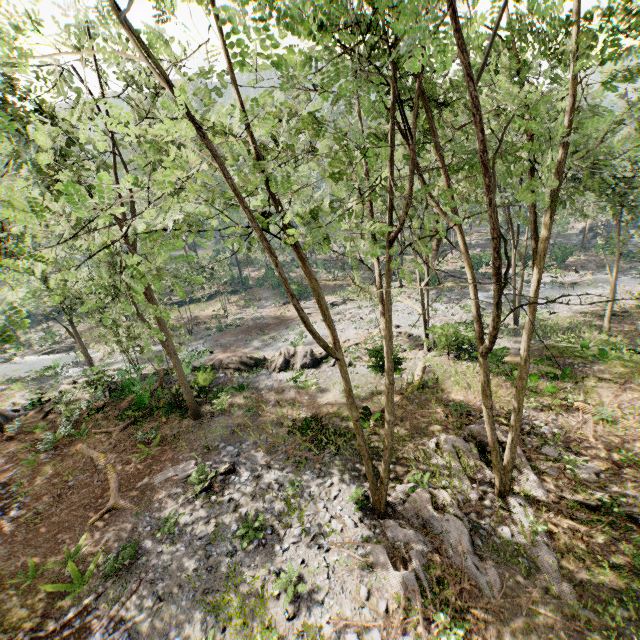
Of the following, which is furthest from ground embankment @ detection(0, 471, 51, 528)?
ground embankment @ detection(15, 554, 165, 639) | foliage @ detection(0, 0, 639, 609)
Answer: ground embankment @ detection(15, 554, 165, 639)

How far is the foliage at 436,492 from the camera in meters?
9.5

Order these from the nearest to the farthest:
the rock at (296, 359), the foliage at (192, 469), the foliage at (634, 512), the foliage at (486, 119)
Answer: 1. the foliage at (486, 119)
2. the foliage at (634, 512)
3. the foliage at (192, 469)
4. the rock at (296, 359)

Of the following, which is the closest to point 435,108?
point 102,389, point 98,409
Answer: point 98,409

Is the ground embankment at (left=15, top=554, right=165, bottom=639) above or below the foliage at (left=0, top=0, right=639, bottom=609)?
below

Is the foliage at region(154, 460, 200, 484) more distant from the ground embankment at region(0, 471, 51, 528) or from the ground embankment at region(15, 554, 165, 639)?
the ground embankment at region(15, 554, 165, 639)

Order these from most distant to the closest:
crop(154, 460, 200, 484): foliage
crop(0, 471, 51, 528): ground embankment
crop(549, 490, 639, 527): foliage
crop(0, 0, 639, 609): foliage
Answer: crop(154, 460, 200, 484): foliage, crop(0, 471, 51, 528): ground embankment, crop(549, 490, 639, 527): foliage, crop(0, 0, 639, 609): foliage
